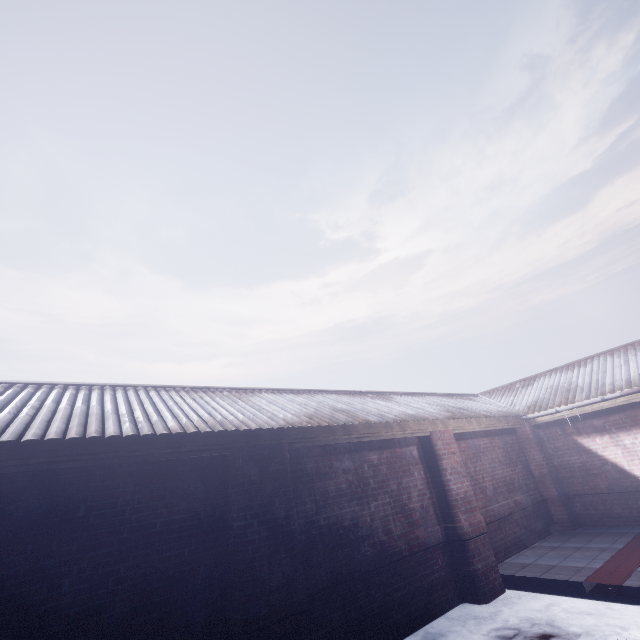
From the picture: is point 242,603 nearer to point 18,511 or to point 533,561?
point 18,511
